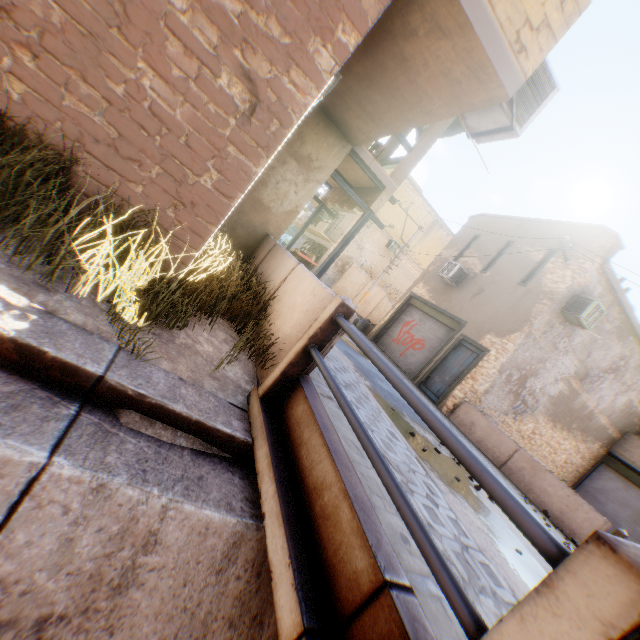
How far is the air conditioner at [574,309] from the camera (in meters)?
10.66

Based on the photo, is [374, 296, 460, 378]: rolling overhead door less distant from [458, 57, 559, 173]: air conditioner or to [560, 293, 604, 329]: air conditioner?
[560, 293, 604, 329]: air conditioner

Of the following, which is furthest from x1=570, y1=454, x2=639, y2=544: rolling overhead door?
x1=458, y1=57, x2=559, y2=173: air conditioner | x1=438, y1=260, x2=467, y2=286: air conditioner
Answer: x1=458, y1=57, x2=559, y2=173: air conditioner

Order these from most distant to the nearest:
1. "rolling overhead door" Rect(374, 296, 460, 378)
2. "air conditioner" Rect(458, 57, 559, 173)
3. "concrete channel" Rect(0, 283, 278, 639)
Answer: "rolling overhead door" Rect(374, 296, 460, 378), "air conditioner" Rect(458, 57, 559, 173), "concrete channel" Rect(0, 283, 278, 639)

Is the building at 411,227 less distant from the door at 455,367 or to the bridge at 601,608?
the door at 455,367

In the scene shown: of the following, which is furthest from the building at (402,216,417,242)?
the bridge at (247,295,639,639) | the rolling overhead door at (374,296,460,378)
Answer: the bridge at (247,295,639,639)

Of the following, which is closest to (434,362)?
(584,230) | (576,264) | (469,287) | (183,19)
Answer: (469,287)

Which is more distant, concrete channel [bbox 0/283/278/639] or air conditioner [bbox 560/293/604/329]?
air conditioner [bbox 560/293/604/329]
